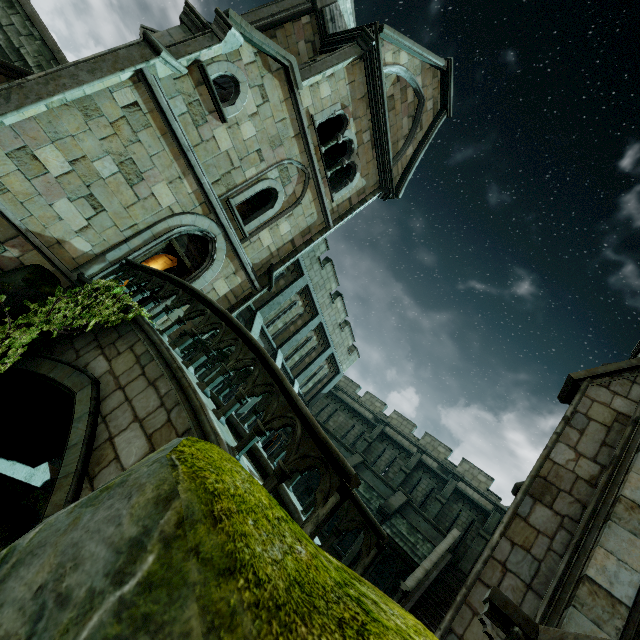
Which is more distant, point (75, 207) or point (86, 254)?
point (86, 254)

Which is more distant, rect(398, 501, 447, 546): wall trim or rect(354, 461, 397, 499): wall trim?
rect(354, 461, 397, 499): wall trim

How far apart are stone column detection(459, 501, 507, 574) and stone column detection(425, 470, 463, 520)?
2.21m

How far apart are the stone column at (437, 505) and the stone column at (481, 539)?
2.21m

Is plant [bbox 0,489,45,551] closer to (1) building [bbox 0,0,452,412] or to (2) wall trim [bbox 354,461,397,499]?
(1) building [bbox 0,0,452,412]

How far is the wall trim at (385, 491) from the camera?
19.8 meters

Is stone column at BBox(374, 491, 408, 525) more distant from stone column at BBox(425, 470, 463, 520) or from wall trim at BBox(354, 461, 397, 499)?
stone column at BBox(425, 470, 463, 520)

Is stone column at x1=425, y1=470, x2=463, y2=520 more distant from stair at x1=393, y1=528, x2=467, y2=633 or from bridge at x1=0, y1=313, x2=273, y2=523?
bridge at x1=0, y1=313, x2=273, y2=523
